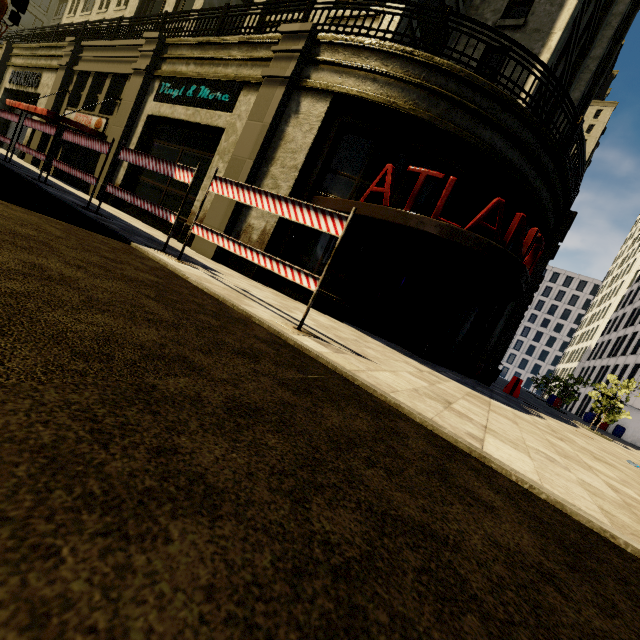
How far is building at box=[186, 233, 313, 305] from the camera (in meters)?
9.10

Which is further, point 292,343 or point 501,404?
point 501,404

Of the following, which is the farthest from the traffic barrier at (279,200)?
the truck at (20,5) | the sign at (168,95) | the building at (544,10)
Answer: the sign at (168,95)

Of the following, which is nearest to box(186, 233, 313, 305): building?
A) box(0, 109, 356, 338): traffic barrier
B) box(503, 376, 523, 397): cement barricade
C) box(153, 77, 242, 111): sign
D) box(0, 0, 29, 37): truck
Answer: box(153, 77, 242, 111): sign

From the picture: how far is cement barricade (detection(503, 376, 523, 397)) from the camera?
12.9 meters

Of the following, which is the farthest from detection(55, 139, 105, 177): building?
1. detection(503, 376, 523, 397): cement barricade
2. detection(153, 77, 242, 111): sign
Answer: detection(503, 376, 523, 397): cement barricade

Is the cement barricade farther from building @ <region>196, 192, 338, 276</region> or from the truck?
the truck

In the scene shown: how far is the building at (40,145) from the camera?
17.2 meters
